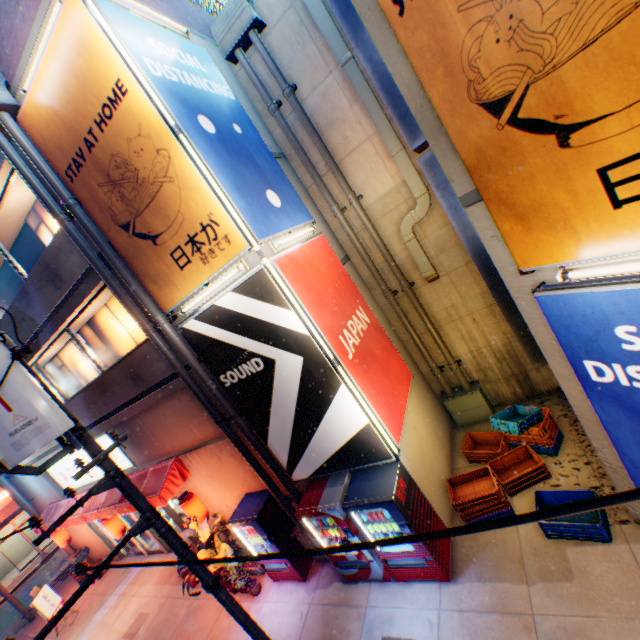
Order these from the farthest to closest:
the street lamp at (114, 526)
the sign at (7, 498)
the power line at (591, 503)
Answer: the sign at (7, 498) < the street lamp at (114, 526) < the power line at (591, 503)

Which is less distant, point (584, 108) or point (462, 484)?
point (584, 108)

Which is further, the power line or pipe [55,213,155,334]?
pipe [55,213,155,334]

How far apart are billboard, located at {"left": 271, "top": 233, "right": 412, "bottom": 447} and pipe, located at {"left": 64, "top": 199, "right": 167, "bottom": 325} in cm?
259

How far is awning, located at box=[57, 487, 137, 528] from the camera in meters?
9.4

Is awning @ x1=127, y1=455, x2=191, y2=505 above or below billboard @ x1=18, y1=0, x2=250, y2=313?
below

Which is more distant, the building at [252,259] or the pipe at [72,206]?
the pipe at [72,206]
